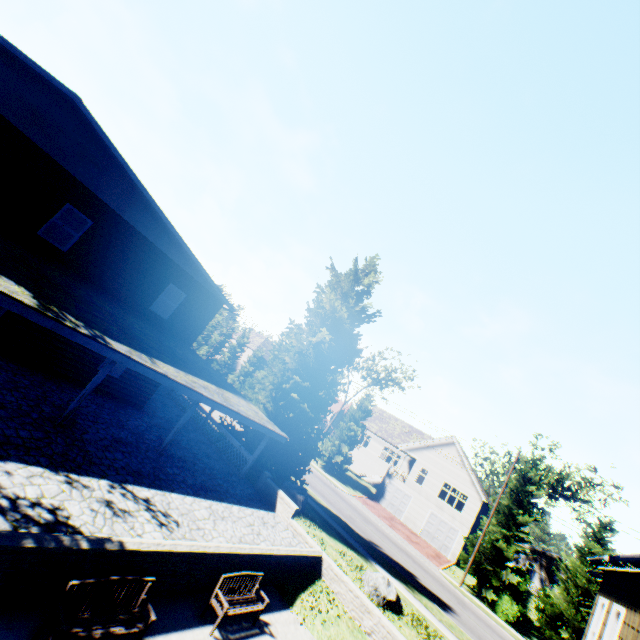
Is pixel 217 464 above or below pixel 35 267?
below

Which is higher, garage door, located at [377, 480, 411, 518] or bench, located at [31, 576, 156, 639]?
garage door, located at [377, 480, 411, 518]

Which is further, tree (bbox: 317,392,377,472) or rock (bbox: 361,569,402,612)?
tree (bbox: 317,392,377,472)

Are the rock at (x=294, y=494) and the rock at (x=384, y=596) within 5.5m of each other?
yes

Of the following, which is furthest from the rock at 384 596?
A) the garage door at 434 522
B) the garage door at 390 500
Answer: the garage door at 390 500

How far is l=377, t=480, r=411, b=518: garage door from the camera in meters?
36.7 m

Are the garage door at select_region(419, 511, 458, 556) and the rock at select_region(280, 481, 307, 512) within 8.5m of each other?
no

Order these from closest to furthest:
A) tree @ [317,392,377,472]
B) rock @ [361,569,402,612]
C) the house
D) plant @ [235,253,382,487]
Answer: rock @ [361,569,402,612], plant @ [235,253,382,487], tree @ [317,392,377,472], the house
